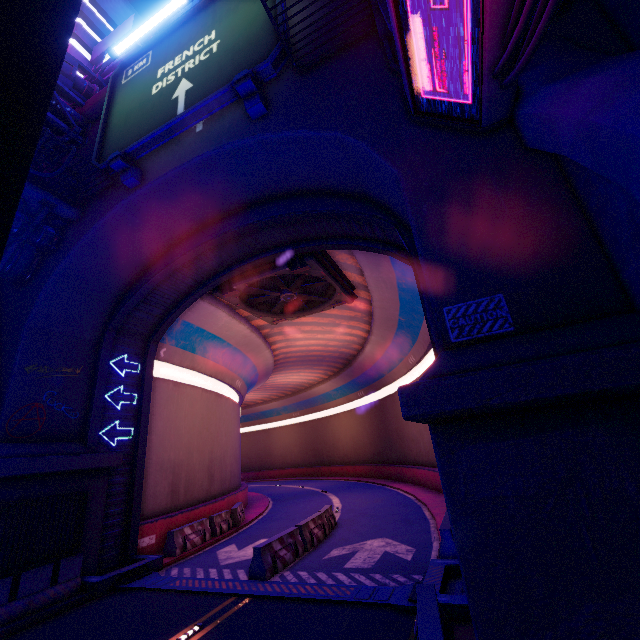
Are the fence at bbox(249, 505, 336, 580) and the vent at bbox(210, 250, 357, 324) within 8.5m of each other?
no

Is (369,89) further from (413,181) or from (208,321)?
(208,321)

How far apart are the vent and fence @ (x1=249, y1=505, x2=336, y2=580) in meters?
10.0

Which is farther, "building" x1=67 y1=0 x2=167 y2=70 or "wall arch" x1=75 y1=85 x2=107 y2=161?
"building" x1=67 y1=0 x2=167 y2=70

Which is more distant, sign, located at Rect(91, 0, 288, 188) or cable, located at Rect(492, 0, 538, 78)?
sign, located at Rect(91, 0, 288, 188)

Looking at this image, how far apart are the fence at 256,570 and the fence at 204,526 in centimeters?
459cm

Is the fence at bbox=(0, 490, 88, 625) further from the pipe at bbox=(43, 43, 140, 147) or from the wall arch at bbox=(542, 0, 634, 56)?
the pipe at bbox=(43, 43, 140, 147)

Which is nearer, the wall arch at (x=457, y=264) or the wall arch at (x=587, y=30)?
the wall arch at (x=457, y=264)
